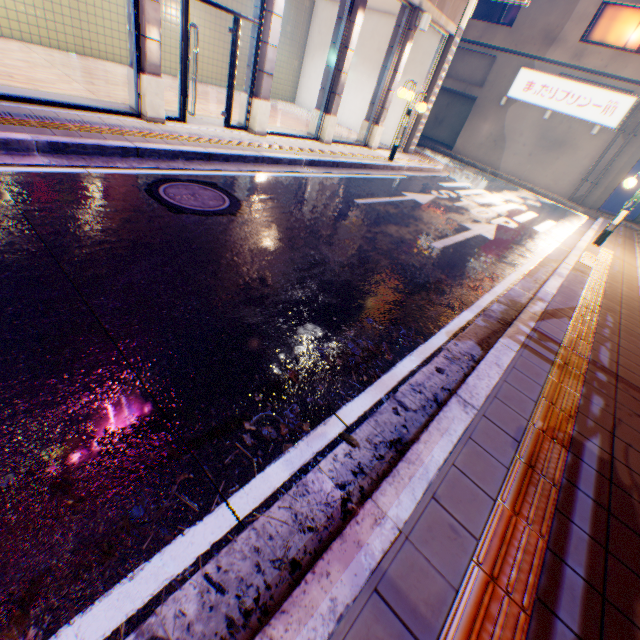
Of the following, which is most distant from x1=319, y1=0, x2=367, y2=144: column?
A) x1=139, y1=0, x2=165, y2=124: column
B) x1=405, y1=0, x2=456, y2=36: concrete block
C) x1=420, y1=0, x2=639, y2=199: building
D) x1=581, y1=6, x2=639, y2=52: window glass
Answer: x1=581, y1=6, x2=639, y2=52: window glass

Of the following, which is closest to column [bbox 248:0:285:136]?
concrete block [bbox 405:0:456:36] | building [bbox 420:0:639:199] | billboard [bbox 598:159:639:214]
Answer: concrete block [bbox 405:0:456:36]

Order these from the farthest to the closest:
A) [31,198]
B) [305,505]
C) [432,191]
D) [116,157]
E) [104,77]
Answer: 1. [432,191]
2. [104,77]
3. [116,157]
4. [31,198]
5. [305,505]

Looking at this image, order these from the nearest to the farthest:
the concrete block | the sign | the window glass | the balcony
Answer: the concrete block, the balcony, the window glass, the sign

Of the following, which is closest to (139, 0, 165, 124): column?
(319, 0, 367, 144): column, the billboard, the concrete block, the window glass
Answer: the concrete block

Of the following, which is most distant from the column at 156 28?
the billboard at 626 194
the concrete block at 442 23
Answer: the billboard at 626 194

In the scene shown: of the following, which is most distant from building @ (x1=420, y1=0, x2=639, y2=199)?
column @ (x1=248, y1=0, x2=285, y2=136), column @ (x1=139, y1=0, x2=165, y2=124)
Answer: column @ (x1=139, y1=0, x2=165, y2=124)

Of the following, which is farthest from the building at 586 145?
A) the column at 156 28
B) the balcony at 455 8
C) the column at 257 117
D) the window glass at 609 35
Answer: the column at 156 28
